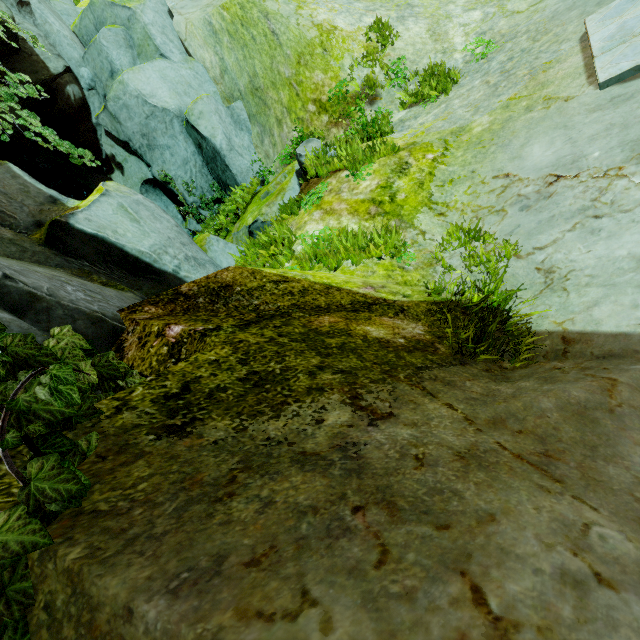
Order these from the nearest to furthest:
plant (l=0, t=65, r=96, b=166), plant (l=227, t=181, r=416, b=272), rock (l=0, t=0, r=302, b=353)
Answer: rock (l=0, t=0, r=302, b=353)
plant (l=227, t=181, r=416, b=272)
plant (l=0, t=65, r=96, b=166)

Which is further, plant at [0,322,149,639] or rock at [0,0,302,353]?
rock at [0,0,302,353]

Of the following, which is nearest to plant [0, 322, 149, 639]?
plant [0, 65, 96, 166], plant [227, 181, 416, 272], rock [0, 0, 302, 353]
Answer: rock [0, 0, 302, 353]

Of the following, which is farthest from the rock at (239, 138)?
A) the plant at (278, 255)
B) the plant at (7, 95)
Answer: the plant at (278, 255)

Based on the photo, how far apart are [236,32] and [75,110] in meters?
5.1

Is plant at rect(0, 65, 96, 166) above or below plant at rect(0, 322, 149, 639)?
above

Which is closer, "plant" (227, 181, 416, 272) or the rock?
the rock

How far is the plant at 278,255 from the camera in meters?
4.2
